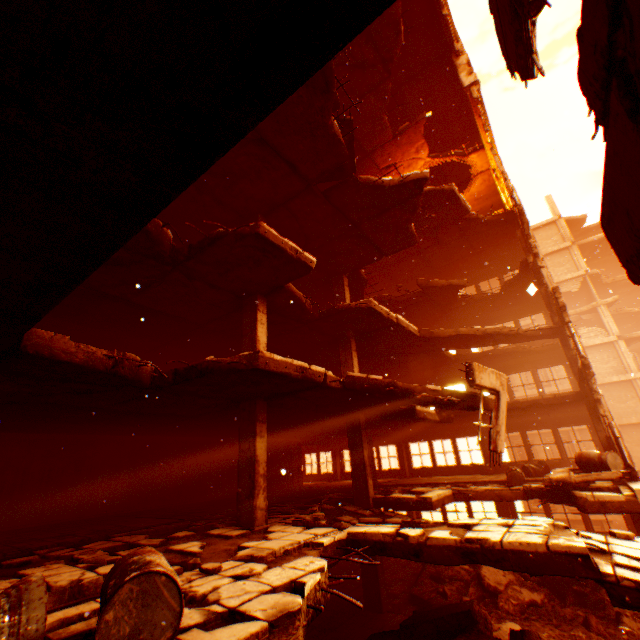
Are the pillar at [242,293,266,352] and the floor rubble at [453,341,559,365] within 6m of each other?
no

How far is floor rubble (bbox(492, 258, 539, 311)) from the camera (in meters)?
14.74

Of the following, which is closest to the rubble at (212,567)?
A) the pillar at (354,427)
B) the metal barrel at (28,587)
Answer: the metal barrel at (28,587)

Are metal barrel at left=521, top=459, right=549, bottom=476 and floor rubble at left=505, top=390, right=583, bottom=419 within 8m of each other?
yes

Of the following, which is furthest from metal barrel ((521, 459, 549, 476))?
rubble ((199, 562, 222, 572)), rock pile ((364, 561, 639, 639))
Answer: rubble ((199, 562, 222, 572))

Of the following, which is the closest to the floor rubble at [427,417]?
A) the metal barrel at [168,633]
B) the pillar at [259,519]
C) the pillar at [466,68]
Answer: the pillar at [259,519]

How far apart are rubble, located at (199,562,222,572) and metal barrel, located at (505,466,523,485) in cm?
1087

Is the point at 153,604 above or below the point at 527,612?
above
